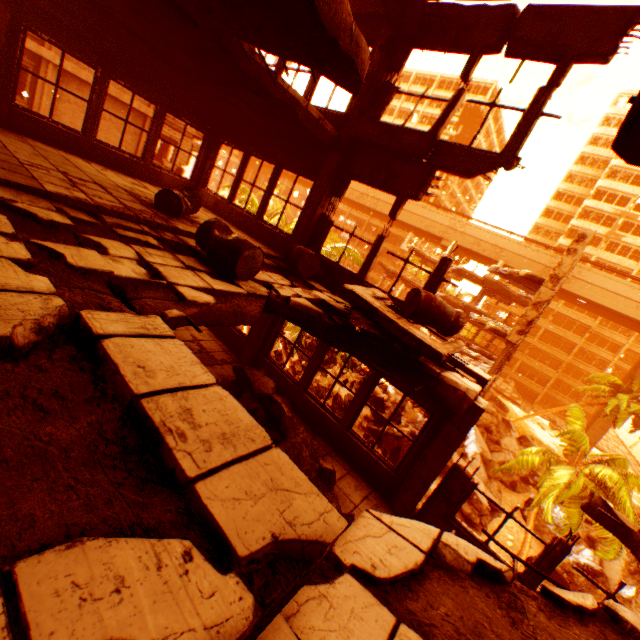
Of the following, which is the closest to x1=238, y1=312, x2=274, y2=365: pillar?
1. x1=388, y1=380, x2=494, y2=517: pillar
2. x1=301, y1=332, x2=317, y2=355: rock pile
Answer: x1=388, y1=380, x2=494, y2=517: pillar

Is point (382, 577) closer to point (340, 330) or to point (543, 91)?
point (340, 330)

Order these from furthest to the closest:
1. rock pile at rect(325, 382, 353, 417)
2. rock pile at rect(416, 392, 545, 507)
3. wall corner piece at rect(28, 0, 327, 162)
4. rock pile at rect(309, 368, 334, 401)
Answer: rock pile at rect(309, 368, 334, 401) → rock pile at rect(325, 382, 353, 417) → rock pile at rect(416, 392, 545, 507) → wall corner piece at rect(28, 0, 327, 162)

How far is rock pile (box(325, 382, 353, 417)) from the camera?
20.8 meters

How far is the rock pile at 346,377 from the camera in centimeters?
2264cm

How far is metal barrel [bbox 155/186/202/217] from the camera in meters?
5.9 m

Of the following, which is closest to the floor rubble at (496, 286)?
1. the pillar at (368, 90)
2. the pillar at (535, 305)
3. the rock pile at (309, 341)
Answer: the pillar at (535, 305)

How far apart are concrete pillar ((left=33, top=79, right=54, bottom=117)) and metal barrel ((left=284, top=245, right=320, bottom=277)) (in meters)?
18.12
